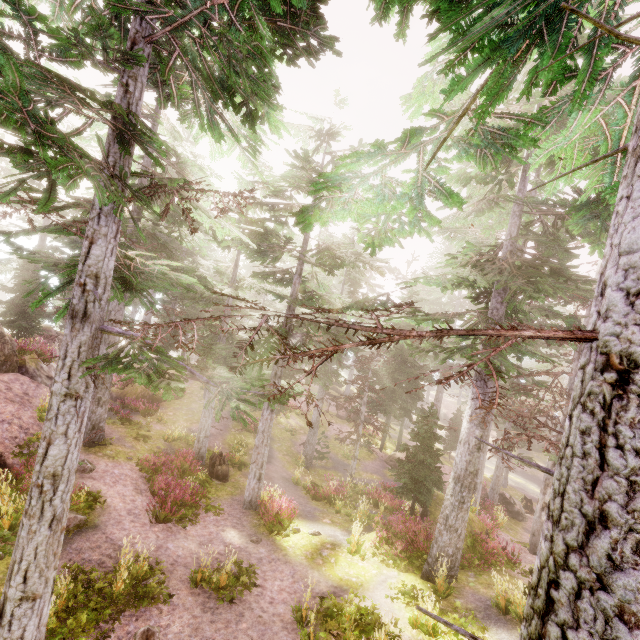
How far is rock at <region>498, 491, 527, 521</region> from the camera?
24.7m

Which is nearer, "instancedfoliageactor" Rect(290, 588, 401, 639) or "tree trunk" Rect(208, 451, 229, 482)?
"instancedfoliageactor" Rect(290, 588, 401, 639)

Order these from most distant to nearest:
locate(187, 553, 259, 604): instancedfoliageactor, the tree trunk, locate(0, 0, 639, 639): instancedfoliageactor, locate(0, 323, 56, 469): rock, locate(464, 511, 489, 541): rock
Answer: the tree trunk
locate(464, 511, 489, 541): rock
locate(0, 323, 56, 469): rock
locate(187, 553, 259, 604): instancedfoliageactor
locate(0, 0, 639, 639): instancedfoliageactor

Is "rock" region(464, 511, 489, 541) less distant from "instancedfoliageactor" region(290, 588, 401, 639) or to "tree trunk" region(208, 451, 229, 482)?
"instancedfoliageactor" region(290, 588, 401, 639)

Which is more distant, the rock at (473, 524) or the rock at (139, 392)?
the rock at (139, 392)

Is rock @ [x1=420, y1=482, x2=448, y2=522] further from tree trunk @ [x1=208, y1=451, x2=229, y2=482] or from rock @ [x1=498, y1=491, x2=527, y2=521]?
tree trunk @ [x1=208, y1=451, x2=229, y2=482]

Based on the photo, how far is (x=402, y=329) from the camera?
2.1m

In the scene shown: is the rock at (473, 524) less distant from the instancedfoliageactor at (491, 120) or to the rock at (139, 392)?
the instancedfoliageactor at (491, 120)
